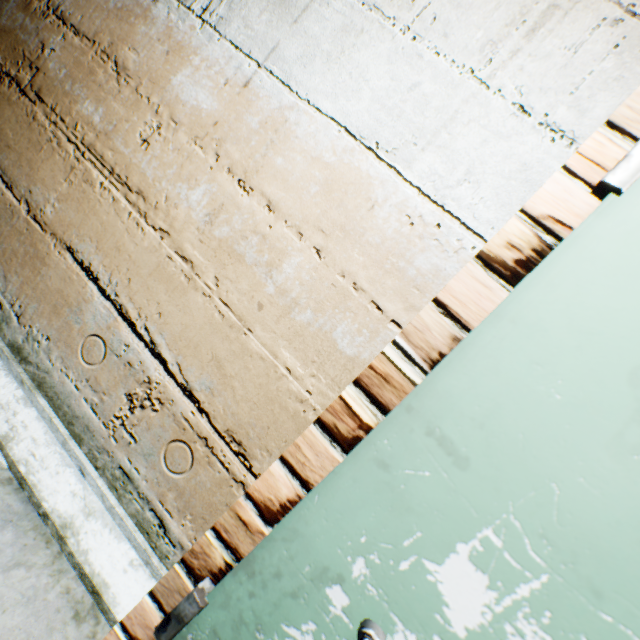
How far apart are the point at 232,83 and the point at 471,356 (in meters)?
1.18
